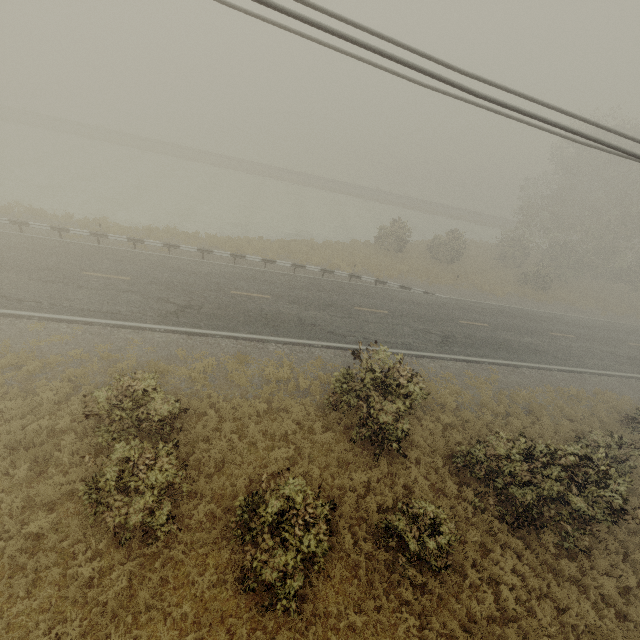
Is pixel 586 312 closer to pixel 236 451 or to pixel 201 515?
pixel 236 451
